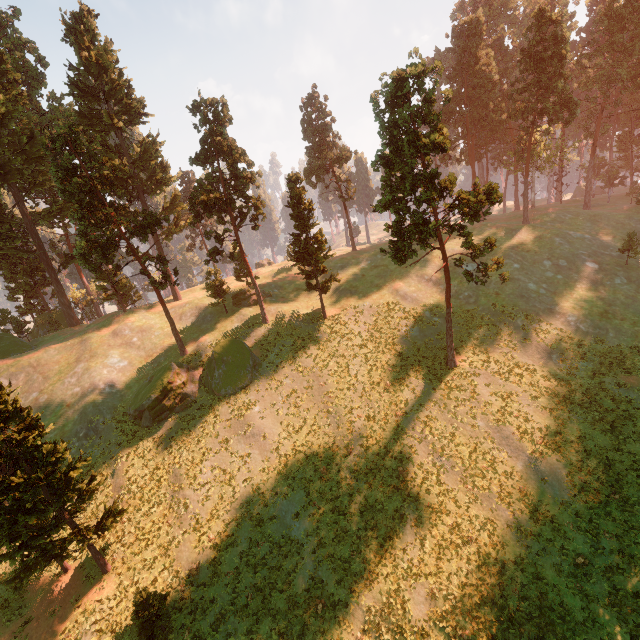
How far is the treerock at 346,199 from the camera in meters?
33.7 m

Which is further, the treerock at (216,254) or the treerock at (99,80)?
the treerock at (216,254)

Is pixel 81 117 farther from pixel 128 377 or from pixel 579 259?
pixel 579 259

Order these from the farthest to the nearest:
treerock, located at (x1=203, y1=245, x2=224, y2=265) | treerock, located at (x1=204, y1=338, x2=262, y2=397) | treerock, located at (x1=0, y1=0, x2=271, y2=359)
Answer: treerock, located at (x1=203, y1=245, x2=224, y2=265) → treerock, located at (x1=204, y1=338, x2=262, y2=397) → treerock, located at (x1=0, y1=0, x2=271, y2=359)

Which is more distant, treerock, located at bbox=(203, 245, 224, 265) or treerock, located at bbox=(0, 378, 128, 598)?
treerock, located at bbox=(203, 245, 224, 265)

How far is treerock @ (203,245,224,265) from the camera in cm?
3294
